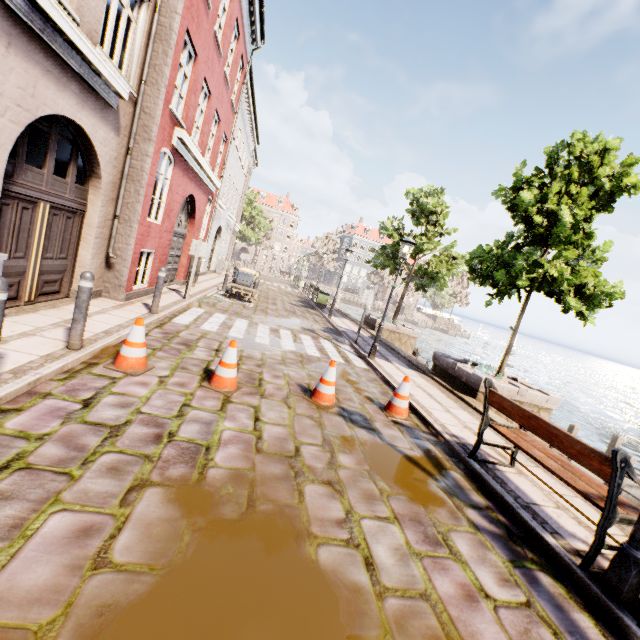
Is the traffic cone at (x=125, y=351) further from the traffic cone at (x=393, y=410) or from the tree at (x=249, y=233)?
the tree at (x=249, y=233)

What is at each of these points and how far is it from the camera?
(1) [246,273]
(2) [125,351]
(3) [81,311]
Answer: (1) trash bin, 15.57m
(2) traffic cone, 4.51m
(3) bollard, 4.40m

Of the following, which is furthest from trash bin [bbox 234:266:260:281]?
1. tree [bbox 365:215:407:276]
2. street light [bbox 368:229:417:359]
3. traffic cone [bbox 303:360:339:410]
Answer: traffic cone [bbox 303:360:339:410]

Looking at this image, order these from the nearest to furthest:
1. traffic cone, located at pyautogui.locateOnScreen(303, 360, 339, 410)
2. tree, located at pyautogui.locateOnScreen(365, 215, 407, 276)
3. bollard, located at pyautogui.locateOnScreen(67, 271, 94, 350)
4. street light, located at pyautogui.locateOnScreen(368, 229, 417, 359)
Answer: bollard, located at pyautogui.locateOnScreen(67, 271, 94, 350), traffic cone, located at pyautogui.locateOnScreen(303, 360, 339, 410), street light, located at pyautogui.locateOnScreen(368, 229, 417, 359), tree, located at pyautogui.locateOnScreen(365, 215, 407, 276)

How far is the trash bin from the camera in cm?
1553

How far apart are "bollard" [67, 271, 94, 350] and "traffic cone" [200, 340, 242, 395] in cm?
175

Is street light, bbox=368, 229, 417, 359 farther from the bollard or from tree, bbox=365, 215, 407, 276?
the bollard

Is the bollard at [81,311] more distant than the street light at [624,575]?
Yes
